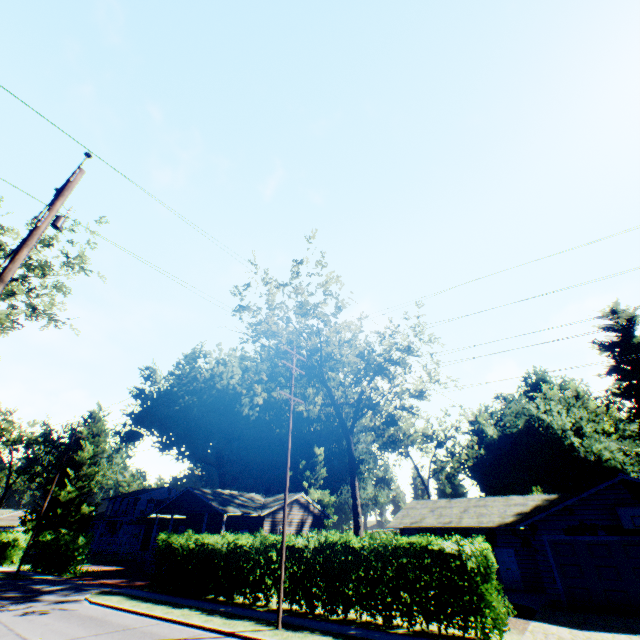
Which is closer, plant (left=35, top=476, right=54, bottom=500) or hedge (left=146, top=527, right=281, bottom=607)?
hedge (left=146, top=527, right=281, bottom=607)

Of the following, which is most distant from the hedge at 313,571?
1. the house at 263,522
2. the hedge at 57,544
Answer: the hedge at 57,544

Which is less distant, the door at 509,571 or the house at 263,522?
the door at 509,571

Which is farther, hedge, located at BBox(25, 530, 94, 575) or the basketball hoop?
hedge, located at BBox(25, 530, 94, 575)

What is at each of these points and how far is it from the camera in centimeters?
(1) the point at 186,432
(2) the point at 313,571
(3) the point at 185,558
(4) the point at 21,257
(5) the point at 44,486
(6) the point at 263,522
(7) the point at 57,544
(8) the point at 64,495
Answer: (1) plant, 5375cm
(2) hedge, 1445cm
(3) hedge, 1909cm
(4) power line pole, 761cm
(5) plant, 4034cm
(6) house, 3084cm
(7) hedge, 2777cm
(8) plant, 3934cm

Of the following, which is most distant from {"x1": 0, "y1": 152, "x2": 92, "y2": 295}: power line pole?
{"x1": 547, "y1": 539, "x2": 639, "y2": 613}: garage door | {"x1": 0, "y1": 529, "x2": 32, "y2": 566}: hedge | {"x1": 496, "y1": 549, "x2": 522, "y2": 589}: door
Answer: {"x1": 0, "y1": 529, "x2": 32, "y2": 566}: hedge

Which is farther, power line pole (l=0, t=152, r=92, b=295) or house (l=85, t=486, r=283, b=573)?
house (l=85, t=486, r=283, b=573)

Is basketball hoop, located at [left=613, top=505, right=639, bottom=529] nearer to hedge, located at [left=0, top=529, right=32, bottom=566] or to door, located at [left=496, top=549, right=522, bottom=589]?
door, located at [left=496, top=549, right=522, bottom=589]
